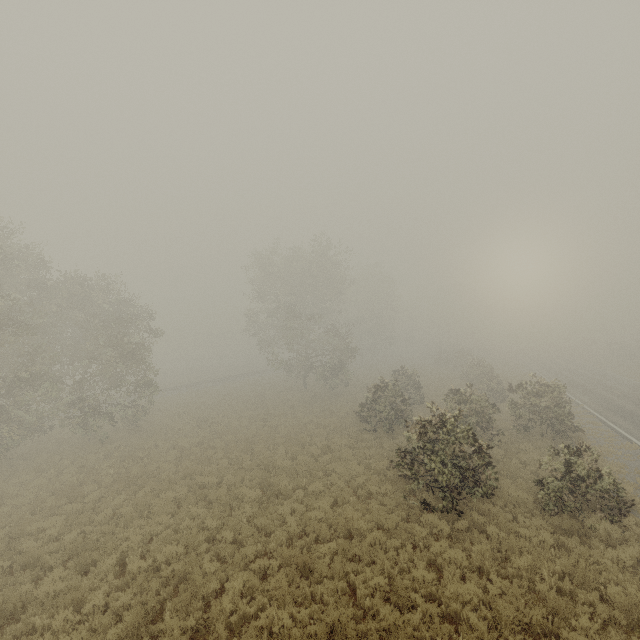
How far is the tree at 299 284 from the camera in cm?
3359

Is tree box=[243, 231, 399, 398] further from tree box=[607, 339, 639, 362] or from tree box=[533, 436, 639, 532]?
tree box=[607, 339, 639, 362]

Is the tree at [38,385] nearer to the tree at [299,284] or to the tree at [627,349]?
the tree at [299,284]

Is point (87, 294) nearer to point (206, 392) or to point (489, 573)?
point (206, 392)

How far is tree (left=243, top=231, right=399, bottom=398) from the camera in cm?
3359

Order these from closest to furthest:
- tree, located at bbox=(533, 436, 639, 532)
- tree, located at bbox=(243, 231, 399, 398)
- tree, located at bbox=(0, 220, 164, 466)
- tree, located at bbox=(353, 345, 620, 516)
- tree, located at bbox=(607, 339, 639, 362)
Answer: tree, located at bbox=(533, 436, 639, 532)
tree, located at bbox=(353, 345, 620, 516)
tree, located at bbox=(0, 220, 164, 466)
tree, located at bbox=(243, 231, 399, 398)
tree, located at bbox=(607, 339, 639, 362)

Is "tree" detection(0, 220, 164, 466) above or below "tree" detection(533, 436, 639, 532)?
above

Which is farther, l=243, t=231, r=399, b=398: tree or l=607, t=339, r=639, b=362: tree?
l=607, t=339, r=639, b=362: tree
